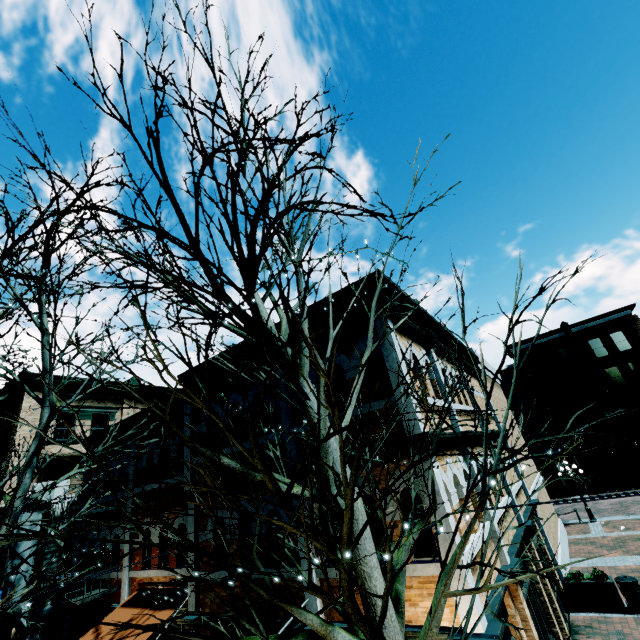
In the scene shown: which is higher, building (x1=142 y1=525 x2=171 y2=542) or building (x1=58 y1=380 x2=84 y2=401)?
building (x1=58 y1=380 x2=84 y2=401)

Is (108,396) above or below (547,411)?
above

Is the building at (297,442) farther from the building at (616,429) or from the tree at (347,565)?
the tree at (347,565)

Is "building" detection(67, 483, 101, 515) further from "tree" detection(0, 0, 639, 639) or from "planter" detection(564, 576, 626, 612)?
"tree" detection(0, 0, 639, 639)

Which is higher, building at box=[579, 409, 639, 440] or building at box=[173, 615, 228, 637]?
building at box=[579, 409, 639, 440]

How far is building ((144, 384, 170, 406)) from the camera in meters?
11.7 m

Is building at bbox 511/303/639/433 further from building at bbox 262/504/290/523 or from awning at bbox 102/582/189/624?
awning at bbox 102/582/189/624

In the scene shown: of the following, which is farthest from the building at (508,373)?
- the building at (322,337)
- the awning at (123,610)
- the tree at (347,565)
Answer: the awning at (123,610)
